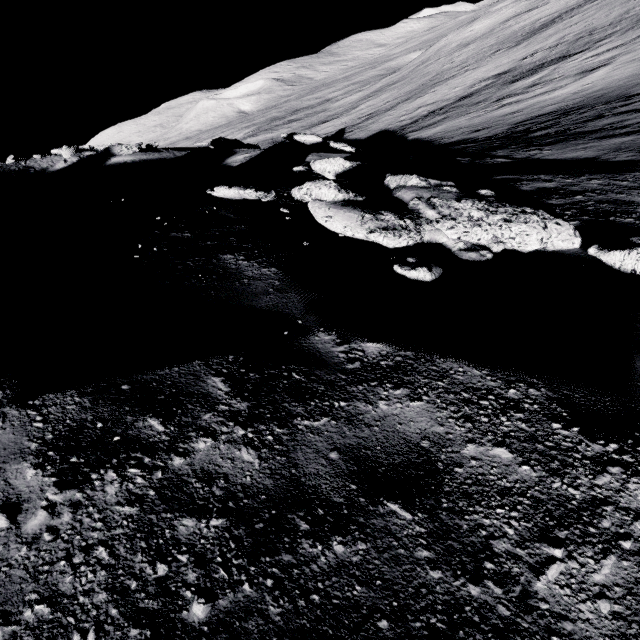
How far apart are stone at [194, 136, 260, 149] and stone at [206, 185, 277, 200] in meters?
18.7

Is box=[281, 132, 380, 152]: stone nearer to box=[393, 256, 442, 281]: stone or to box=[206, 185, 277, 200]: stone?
box=[393, 256, 442, 281]: stone

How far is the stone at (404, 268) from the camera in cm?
356

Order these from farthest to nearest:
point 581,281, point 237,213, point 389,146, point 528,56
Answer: point 528,56, point 389,146, point 237,213, point 581,281

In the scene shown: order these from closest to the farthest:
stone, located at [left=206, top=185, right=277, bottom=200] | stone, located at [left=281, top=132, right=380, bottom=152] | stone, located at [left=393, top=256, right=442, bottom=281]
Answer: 1. stone, located at [left=393, top=256, right=442, bottom=281]
2. stone, located at [left=206, top=185, right=277, bottom=200]
3. stone, located at [left=281, top=132, right=380, bottom=152]

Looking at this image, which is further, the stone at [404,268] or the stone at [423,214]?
the stone at [423,214]

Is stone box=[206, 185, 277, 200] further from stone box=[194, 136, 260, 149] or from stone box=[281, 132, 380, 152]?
stone box=[194, 136, 260, 149]
